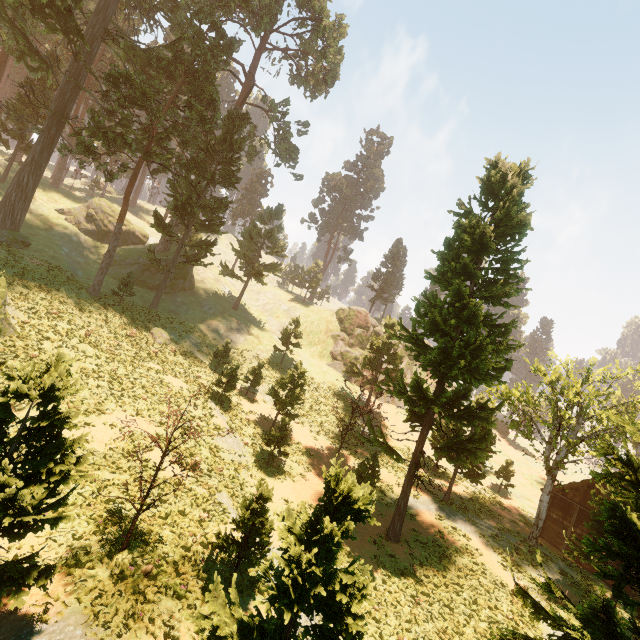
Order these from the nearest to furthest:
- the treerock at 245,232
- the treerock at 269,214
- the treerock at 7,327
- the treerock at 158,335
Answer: the treerock at 7,327, the treerock at 158,335, the treerock at 245,232, the treerock at 269,214

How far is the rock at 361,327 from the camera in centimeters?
4872cm

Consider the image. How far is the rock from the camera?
48.7m

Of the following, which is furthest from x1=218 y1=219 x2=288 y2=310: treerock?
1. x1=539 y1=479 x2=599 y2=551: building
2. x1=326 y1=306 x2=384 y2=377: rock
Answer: x1=326 y1=306 x2=384 y2=377: rock

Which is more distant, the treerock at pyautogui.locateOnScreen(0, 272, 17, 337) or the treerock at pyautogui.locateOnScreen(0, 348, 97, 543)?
the treerock at pyautogui.locateOnScreen(0, 272, 17, 337)

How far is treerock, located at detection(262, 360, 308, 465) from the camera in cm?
2158

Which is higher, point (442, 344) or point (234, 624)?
point (442, 344)
